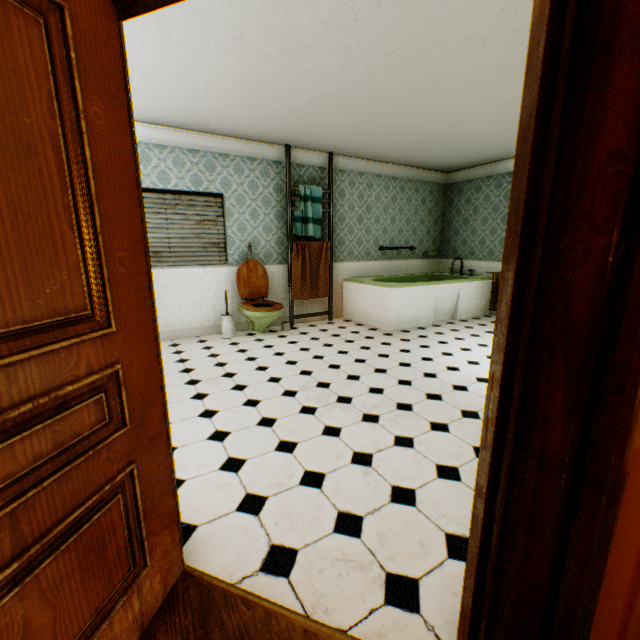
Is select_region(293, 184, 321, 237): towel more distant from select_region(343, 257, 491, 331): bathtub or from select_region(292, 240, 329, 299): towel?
select_region(343, 257, 491, 331): bathtub

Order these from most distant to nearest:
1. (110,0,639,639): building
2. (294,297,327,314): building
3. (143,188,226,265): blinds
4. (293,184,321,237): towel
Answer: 1. (294,297,327,314): building
2. (293,184,321,237): towel
3. (143,188,226,265): blinds
4. (110,0,639,639): building

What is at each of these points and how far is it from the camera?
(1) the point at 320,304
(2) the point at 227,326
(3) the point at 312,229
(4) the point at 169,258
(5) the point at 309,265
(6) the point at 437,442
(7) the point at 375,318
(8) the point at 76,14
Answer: (1) building, 6.7 meters
(2) toilet brush, 5.3 meters
(3) towel, 5.9 meters
(4) blinds, 5.1 meters
(5) towel, 6.1 meters
(6) building, 2.5 meters
(7) bathtub, 6.1 meters
(8) childactor, 0.9 meters

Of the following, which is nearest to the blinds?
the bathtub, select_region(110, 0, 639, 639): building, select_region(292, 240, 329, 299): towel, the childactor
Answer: select_region(110, 0, 639, 639): building

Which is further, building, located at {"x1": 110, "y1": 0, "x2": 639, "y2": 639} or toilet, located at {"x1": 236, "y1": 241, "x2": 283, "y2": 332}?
toilet, located at {"x1": 236, "y1": 241, "x2": 283, "y2": 332}

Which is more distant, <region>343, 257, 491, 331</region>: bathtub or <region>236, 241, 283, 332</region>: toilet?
<region>343, 257, 491, 331</region>: bathtub

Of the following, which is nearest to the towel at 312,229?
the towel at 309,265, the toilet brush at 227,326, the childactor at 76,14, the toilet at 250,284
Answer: the towel at 309,265

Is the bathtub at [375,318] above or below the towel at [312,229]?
below
